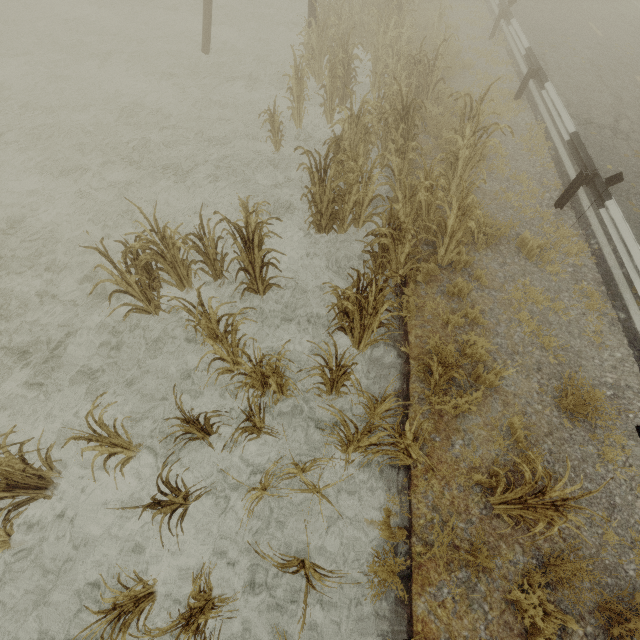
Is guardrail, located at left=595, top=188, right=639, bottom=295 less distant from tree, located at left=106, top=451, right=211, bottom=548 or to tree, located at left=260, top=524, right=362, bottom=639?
tree, located at left=106, top=451, right=211, bottom=548

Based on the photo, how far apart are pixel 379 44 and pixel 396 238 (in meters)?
8.14

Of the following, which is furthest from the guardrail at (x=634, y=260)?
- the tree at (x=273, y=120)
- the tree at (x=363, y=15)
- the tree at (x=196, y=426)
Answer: the tree at (x=273, y=120)

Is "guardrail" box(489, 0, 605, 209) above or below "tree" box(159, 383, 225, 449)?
above

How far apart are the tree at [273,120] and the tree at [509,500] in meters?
8.2 m

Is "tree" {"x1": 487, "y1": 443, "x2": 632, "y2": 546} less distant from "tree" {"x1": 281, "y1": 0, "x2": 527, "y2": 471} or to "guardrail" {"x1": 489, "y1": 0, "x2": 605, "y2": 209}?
"guardrail" {"x1": 489, "y1": 0, "x2": 605, "y2": 209}

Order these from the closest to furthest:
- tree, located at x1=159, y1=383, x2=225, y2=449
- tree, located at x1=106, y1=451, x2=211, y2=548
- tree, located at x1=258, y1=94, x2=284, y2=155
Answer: tree, located at x1=106, y1=451, x2=211, y2=548, tree, located at x1=159, y1=383, x2=225, y2=449, tree, located at x1=258, y1=94, x2=284, y2=155

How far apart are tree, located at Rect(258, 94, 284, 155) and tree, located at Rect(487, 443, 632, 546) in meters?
8.2 m
